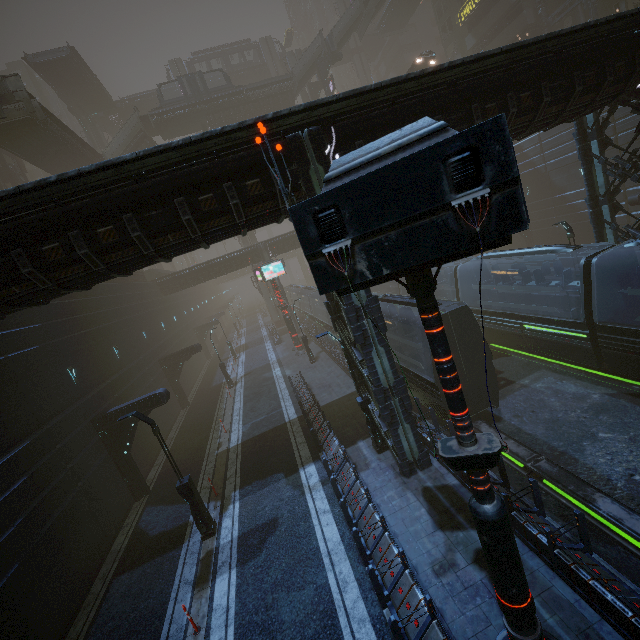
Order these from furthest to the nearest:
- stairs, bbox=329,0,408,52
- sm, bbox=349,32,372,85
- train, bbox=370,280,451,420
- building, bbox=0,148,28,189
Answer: sm, bbox=349,32,372,85 → stairs, bbox=329,0,408,52 → building, bbox=0,148,28,189 → train, bbox=370,280,451,420

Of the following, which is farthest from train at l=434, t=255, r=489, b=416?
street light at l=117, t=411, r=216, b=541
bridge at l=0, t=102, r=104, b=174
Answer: bridge at l=0, t=102, r=104, b=174

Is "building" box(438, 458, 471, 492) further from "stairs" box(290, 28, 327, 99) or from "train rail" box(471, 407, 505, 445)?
"stairs" box(290, 28, 327, 99)

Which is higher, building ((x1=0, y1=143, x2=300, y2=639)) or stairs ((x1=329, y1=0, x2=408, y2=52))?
stairs ((x1=329, y1=0, x2=408, y2=52))

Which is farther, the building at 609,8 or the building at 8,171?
the building at 8,171

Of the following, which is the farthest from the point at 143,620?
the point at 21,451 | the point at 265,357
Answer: the point at 265,357

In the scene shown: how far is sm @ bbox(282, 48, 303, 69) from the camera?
45.19m

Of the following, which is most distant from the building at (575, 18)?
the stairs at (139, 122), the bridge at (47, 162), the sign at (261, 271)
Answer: the stairs at (139, 122)
